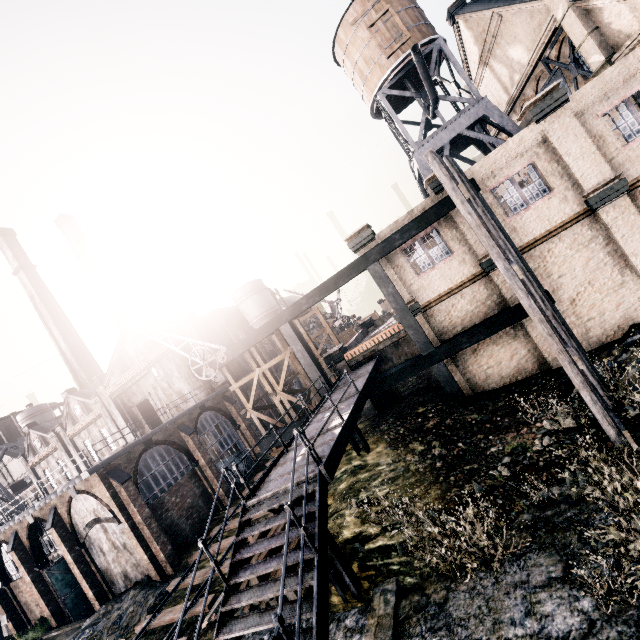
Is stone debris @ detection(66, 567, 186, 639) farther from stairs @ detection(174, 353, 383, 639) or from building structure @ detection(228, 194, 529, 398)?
stairs @ detection(174, 353, 383, 639)

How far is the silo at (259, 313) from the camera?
38.0m

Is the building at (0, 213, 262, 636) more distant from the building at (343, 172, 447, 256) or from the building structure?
the building at (343, 172, 447, 256)

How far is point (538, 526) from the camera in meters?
8.1

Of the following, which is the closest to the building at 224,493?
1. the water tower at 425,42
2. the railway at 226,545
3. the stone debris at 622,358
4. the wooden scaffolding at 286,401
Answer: the railway at 226,545

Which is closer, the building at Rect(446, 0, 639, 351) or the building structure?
the building at Rect(446, 0, 639, 351)

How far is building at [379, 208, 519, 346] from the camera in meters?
15.2 m

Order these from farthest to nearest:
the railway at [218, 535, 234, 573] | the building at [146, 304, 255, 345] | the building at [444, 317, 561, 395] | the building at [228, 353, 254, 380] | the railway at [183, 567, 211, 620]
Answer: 1. the building at [228, 353, 254, 380]
2. the building at [146, 304, 255, 345]
3. the railway at [218, 535, 234, 573]
4. the building at [444, 317, 561, 395]
5. the railway at [183, 567, 211, 620]
